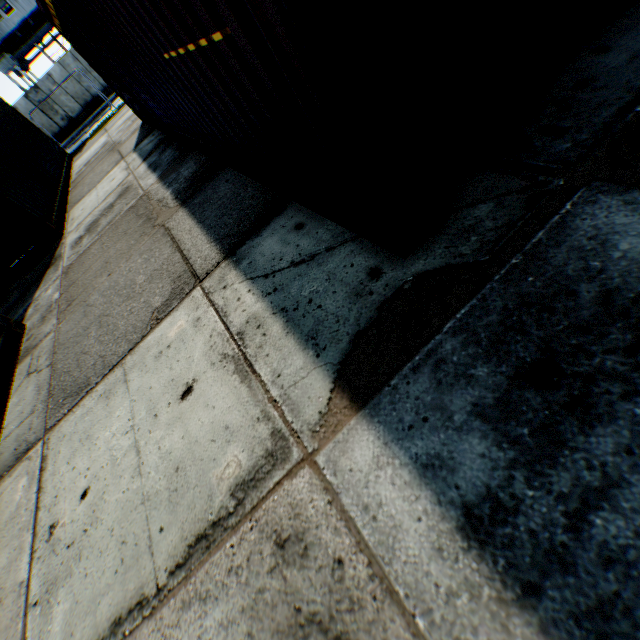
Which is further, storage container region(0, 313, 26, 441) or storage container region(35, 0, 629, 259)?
storage container region(0, 313, 26, 441)

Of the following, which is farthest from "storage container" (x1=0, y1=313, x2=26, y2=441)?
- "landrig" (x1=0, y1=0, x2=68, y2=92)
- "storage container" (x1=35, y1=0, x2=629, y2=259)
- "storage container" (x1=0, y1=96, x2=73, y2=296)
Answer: "landrig" (x1=0, y1=0, x2=68, y2=92)

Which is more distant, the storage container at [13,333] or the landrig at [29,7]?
the landrig at [29,7]

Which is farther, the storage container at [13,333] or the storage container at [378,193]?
the storage container at [13,333]

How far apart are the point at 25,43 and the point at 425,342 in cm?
4571

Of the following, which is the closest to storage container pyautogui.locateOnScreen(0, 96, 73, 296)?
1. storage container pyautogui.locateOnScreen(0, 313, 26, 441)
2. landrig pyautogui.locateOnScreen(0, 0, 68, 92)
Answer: storage container pyautogui.locateOnScreen(0, 313, 26, 441)
